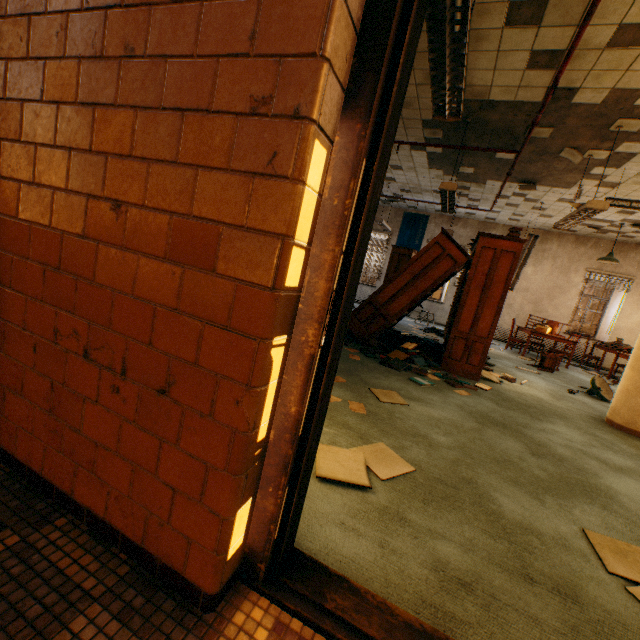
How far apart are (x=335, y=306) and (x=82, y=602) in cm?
125

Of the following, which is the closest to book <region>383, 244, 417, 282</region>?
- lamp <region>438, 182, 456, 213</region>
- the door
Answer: lamp <region>438, 182, 456, 213</region>

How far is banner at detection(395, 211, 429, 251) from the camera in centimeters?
1220cm

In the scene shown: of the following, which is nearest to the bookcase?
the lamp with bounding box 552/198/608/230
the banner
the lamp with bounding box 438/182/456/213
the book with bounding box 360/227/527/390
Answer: the book with bounding box 360/227/527/390

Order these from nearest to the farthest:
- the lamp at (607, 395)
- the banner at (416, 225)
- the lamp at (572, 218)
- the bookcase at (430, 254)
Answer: the lamp at (572, 218) < the bookcase at (430, 254) < the lamp at (607, 395) < the banner at (416, 225)

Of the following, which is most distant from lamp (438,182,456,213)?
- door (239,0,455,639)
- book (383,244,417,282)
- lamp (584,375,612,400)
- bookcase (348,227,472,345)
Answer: door (239,0,455,639)

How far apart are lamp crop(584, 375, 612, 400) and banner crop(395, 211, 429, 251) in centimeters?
739cm

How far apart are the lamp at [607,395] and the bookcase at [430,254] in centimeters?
286cm
